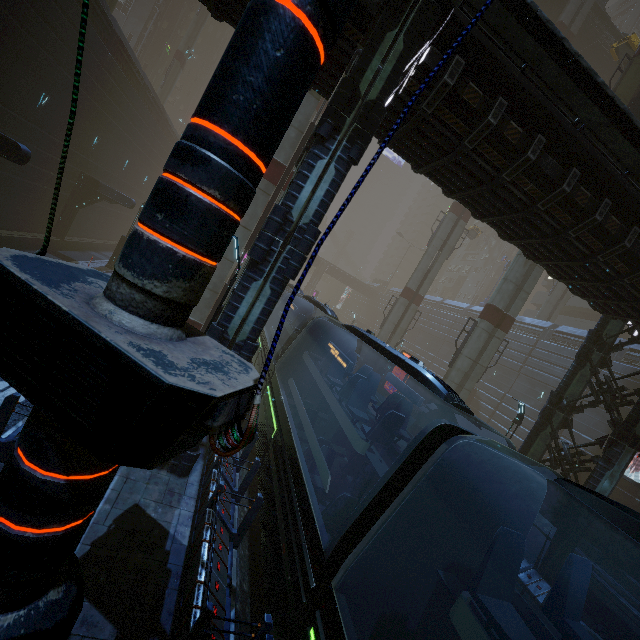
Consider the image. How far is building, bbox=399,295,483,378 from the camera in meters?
40.3

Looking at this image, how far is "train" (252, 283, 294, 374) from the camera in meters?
15.5 m

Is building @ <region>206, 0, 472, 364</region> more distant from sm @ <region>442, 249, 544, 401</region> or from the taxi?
the taxi

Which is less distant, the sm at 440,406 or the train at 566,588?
the train at 566,588

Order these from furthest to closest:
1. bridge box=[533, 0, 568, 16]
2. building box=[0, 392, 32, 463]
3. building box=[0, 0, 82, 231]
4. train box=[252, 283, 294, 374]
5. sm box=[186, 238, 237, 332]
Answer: bridge box=[533, 0, 568, 16] < sm box=[186, 238, 237, 332] < train box=[252, 283, 294, 374] < building box=[0, 0, 82, 231] < building box=[0, 392, 32, 463]

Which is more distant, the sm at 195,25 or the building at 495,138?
the sm at 195,25

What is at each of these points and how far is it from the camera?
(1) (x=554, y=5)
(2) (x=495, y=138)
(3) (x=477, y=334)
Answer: (1) bridge, 31.20m
(2) building, 7.67m
(3) sm, 20.17m
